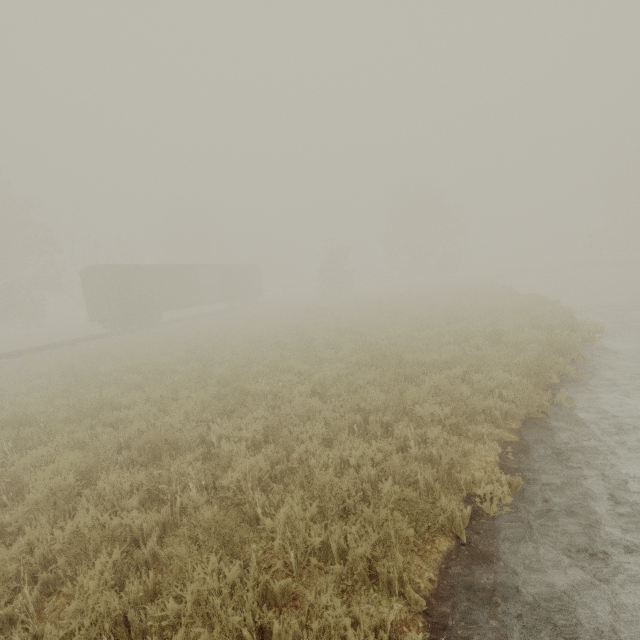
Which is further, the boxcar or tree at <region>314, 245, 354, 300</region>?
tree at <region>314, 245, 354, 300</region>

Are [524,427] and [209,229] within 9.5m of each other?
no

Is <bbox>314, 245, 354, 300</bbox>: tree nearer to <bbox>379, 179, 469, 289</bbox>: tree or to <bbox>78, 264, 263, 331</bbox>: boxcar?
<bbox>78, 264, 263, 331</bbox>: boxcar

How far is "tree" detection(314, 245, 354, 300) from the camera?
37.4m

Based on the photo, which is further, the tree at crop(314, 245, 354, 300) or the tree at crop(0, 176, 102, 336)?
the tree at crop(314, 245, 354, 300)

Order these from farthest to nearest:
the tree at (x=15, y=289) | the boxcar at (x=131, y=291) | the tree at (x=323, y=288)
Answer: the tree at (x=323, y=288) < the tree at (x=15, y=289) < the boxcar at (x=131, y=291)

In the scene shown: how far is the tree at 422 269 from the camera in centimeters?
4272cm
